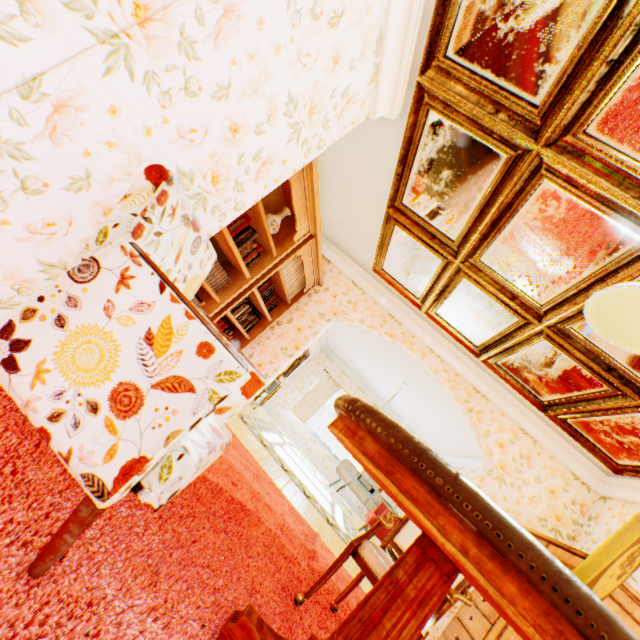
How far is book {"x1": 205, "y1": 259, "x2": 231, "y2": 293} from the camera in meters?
3.2

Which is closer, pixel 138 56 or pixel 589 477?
pixel 138 56

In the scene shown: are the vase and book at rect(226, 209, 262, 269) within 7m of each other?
yes

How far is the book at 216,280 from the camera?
3.2 meters

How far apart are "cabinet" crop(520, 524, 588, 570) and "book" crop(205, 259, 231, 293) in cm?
417

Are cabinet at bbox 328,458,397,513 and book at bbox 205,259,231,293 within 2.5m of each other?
no

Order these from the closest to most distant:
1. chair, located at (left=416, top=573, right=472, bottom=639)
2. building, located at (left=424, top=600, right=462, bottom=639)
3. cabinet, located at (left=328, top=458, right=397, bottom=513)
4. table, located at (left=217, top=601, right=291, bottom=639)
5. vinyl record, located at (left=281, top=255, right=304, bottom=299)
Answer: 1. table, located at (left=217, top=601, right=291, bottom=639)
2. chair, located at (left=416, top=573, right=472, bottom=639)
3. building, located at (left=424, top=600, right=462, bottom=639)
4. vinyl record, located at (left=281, top=255, right=304, bottom=299)
5. cabinet, located at (left=328, top=458, right=397, bottom=513)

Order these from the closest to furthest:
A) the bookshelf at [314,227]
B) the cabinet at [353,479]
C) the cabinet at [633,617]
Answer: the cabinet at [633,617]
the bookshelf at [314,227]
the cabinet at [353,479]
